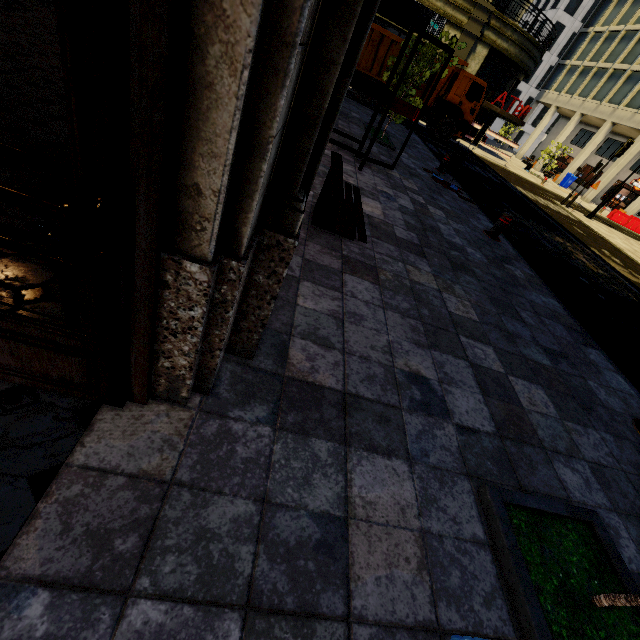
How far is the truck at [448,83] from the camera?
16.9m

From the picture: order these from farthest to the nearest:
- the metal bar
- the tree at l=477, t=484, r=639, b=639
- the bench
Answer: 1. the metal bar
2. the bench
3. the tree at l=477, t=484, r=639, b=639

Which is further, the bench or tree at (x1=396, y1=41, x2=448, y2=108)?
tree at (x1=396, y1=41, x2=448, y2=108)

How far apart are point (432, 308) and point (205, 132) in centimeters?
337cm

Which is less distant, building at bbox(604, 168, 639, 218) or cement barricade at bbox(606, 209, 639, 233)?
cement barricade at bbox(606, 209, 639, 233)

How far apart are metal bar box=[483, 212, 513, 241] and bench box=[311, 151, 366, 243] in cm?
397

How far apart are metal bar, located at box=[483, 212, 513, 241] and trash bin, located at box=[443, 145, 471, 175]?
3.76m

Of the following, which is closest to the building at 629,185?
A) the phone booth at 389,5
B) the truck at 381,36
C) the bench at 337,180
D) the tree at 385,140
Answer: the truck at 381,36
